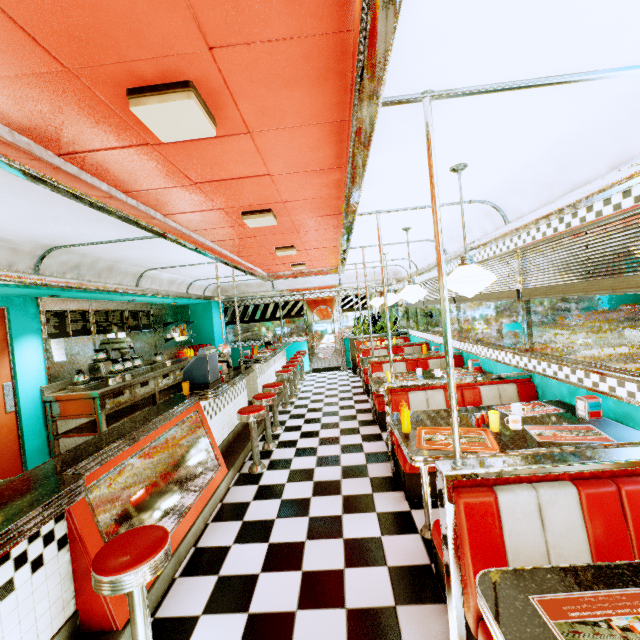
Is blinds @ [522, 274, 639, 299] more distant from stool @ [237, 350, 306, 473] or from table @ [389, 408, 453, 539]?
stool @ [237, 350, 306, 473]

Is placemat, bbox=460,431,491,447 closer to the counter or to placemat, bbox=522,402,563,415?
placemat, bbox=522,402,563,415

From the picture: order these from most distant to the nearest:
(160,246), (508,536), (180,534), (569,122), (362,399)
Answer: (362,399) → (160,246) → (180,534) → (569,122) → (508,536)

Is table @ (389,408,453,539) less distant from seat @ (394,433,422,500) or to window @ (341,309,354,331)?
seat @ (394,433,422,500)

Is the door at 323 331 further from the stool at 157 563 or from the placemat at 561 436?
the stool at 157 563

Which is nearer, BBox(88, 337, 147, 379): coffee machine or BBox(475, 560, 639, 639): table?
BBox(475, 560, 639, 639): table

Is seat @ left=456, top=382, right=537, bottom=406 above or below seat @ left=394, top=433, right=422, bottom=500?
above

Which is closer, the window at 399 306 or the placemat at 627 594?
the placemat at 627 594
